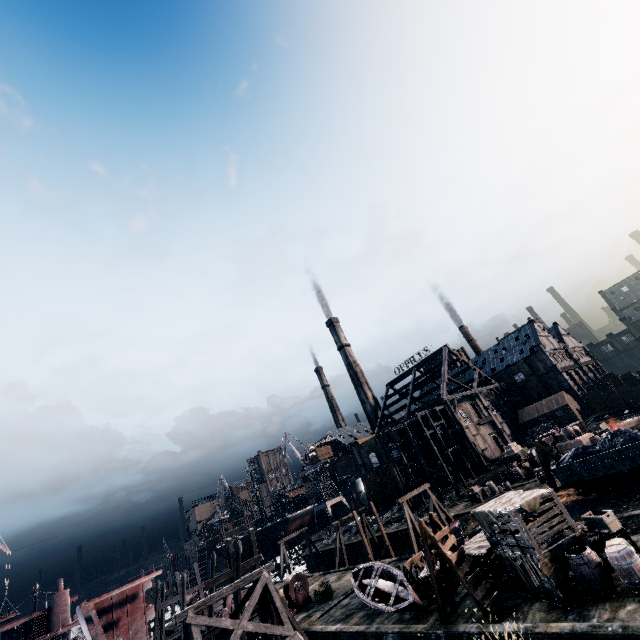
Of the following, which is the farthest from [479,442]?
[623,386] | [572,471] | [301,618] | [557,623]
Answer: [557,623]

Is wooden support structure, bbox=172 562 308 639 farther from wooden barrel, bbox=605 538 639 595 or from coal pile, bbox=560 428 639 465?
coal pile, bbox=560 428 639 465

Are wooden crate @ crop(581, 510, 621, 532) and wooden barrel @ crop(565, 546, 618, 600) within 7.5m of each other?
yes

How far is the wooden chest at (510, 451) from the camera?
40.3 meters

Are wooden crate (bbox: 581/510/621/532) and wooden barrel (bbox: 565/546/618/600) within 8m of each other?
yes

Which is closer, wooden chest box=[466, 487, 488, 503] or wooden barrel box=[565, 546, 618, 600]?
wooden barrel box=[565, 546, 618, 600]

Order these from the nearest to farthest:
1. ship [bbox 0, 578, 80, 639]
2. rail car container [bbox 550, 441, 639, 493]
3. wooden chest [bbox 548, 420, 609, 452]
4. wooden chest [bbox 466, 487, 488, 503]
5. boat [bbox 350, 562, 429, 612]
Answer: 1. boat [bbox 350, 562, 429, 612]
2. rail car container [bbox 550, 441, 639, 493]
3. wooden chest [bbox 548, 420, 609, 452]
4. wooden chest [bbox 466, 487, 488, 503]
5. ship [bbox 0, 578, 80, 639]

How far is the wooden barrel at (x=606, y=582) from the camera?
12.1m
